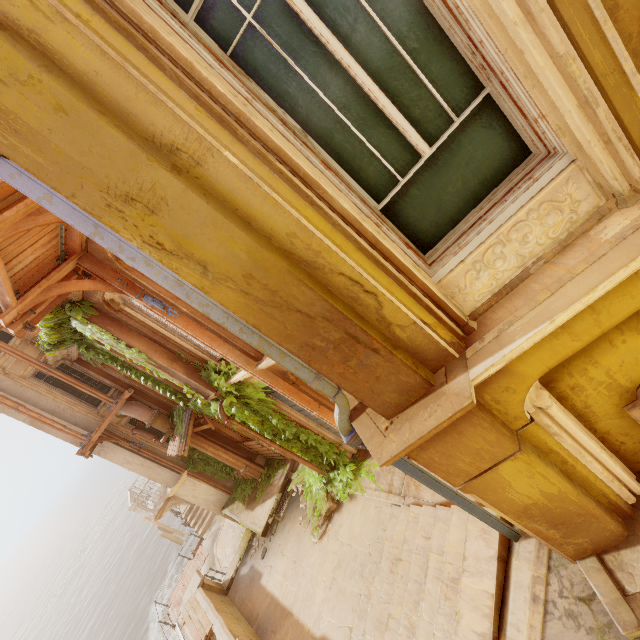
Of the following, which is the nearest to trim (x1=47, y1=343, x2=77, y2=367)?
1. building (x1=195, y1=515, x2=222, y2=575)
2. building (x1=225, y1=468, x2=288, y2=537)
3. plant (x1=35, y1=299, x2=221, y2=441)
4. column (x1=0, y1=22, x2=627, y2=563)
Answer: plant (x1=35, y1=299, x2=221, y2=441)

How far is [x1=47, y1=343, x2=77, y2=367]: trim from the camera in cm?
1054

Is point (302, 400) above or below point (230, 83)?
below

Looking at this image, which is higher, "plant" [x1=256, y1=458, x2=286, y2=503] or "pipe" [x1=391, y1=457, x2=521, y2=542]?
"pipe" [x1=391, y1=457, x2=521, y2=542]

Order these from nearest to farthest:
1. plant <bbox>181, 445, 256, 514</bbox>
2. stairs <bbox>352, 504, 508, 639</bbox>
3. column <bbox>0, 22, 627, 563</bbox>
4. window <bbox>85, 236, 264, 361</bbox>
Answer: column <bbox>0, 22, 627, 563</bbox> → stairs <bbox>352, 504, 508, 639</bbox> → window <bbox>85, 236, 264, 361</bbox> → plant <bbox>181, 445, 256, 514</bbox>

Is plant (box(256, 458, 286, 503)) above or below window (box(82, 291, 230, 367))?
below

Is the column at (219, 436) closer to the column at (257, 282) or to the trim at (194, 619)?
the column at (257, 282)

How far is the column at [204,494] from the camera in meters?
13.1 m
